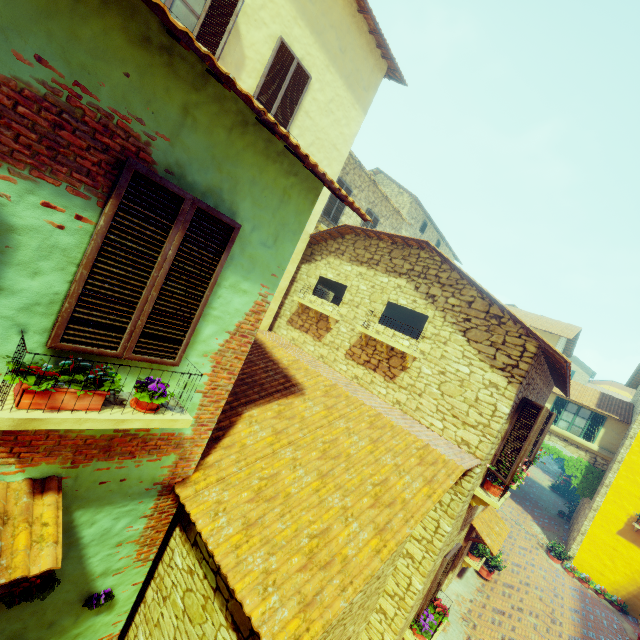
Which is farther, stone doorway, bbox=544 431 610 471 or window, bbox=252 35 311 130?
stone doorway, bbox=544 431 610 471

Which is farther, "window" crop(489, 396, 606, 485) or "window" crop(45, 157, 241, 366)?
"window" crop(489, 396, 606, 485)

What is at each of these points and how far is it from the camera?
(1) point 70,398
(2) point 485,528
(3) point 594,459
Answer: (1) flower pot, 2.54m
(2) door eaves, 8.43m
(3) stone doorway, 16.12m

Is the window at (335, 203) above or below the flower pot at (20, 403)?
above

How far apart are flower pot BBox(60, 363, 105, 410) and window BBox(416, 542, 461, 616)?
7.4 meters

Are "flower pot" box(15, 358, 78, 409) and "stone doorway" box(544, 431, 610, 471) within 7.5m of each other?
no

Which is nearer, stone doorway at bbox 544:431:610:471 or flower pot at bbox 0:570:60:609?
flower pot at bbox 0:570:60:609

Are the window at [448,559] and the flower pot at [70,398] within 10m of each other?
yes
